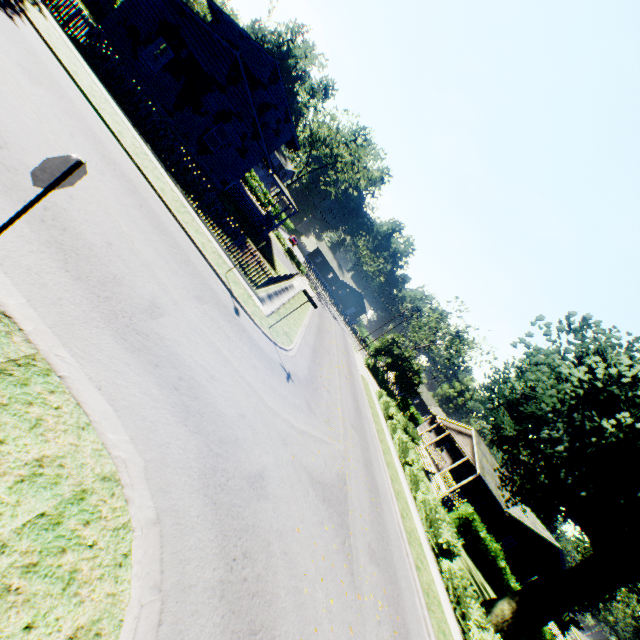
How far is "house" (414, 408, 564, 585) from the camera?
29.62m

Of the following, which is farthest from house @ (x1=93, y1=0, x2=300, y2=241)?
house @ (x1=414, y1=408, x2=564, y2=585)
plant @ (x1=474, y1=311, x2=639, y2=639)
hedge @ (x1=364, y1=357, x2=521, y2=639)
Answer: house @ (x1=414, y1=408, x2=564, y2=585)

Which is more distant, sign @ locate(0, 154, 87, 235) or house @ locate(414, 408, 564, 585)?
house @ locate(414, 408, 564, 585)

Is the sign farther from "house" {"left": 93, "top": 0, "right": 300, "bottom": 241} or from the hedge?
"house" {"left": 93, "top": 0, "right": 300, "bottom": 241}

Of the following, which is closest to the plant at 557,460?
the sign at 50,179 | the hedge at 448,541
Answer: the hedge at 448,541

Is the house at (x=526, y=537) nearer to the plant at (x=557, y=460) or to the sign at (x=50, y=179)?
the plant at (x=557, y=460)

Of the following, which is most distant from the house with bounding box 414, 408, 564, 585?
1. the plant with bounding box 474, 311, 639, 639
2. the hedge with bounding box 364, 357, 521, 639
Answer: the hedge with bounding box 364, 357, 521, 639

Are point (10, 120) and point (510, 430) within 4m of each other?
no
